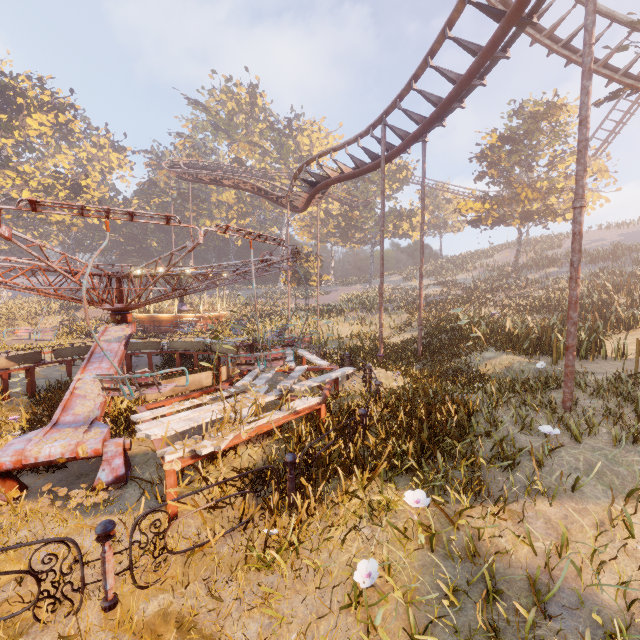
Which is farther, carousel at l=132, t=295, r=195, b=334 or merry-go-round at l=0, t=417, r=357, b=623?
carousel at l=132, t=295, r=195, b=334

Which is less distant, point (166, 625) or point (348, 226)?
point (166, 625)

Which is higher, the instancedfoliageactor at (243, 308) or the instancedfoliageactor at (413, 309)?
the instancedfoliageactor at (413, 309)

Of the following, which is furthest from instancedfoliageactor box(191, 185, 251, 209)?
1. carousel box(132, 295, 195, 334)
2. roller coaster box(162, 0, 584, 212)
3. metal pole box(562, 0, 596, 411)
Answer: metal pole box(562, 0, 596, 411)

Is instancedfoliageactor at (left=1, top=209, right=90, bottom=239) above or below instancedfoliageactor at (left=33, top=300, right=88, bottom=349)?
above

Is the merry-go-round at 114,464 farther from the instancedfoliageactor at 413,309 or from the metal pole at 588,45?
the instancedfoliageactor at 413,309

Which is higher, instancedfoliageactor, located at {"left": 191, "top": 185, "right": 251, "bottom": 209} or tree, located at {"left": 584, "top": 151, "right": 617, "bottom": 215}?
instancedfoliageactor, located at {"left": 191, "top": 185, "right": 251, "bottom": 209}

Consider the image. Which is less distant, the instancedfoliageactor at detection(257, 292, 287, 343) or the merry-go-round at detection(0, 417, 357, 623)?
the merry-go-round at detection(0, 417, 357, 623)
